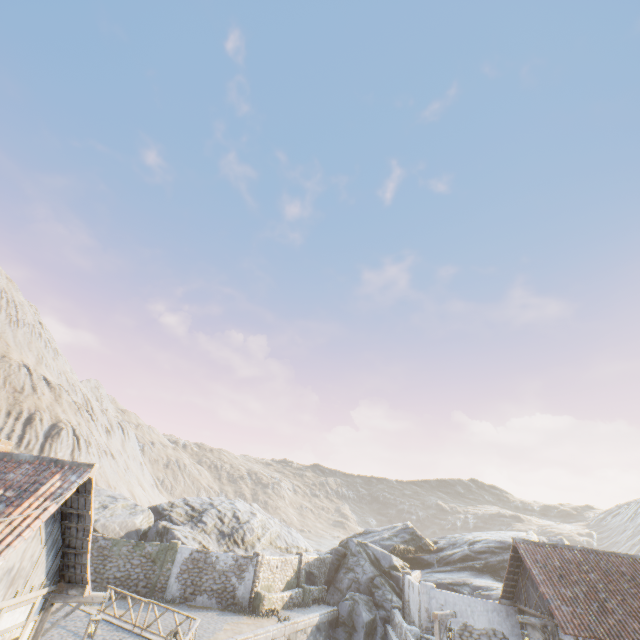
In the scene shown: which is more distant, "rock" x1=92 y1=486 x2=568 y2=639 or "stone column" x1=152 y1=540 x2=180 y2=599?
"rock" x1=92 y1=486 x2=568 y2=639

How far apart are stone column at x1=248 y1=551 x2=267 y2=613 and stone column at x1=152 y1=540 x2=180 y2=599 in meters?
5.1 m

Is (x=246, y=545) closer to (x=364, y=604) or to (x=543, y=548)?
(x=364, y=604)

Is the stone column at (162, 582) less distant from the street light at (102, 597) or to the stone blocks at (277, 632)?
the stone blocks at (277, 632)

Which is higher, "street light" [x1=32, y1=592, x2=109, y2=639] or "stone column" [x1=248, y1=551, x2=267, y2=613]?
"street light" [x1=32, y1=592, x2=109, y2=639]

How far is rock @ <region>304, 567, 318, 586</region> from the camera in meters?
27.4 m

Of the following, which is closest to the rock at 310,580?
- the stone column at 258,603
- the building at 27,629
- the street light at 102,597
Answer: the stone column at 258,603

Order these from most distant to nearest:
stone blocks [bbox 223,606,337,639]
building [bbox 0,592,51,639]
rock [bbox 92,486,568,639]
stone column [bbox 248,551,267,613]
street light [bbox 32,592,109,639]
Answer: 1. rock [bbox 92,486,568,639]
2. stone column [bbox 248,551,267,613]
3. stone blocks [bbox 223,606,337,639]
4. street light [bbox 32,592,109,639]
5. building [bbox 0,592,51,639]
